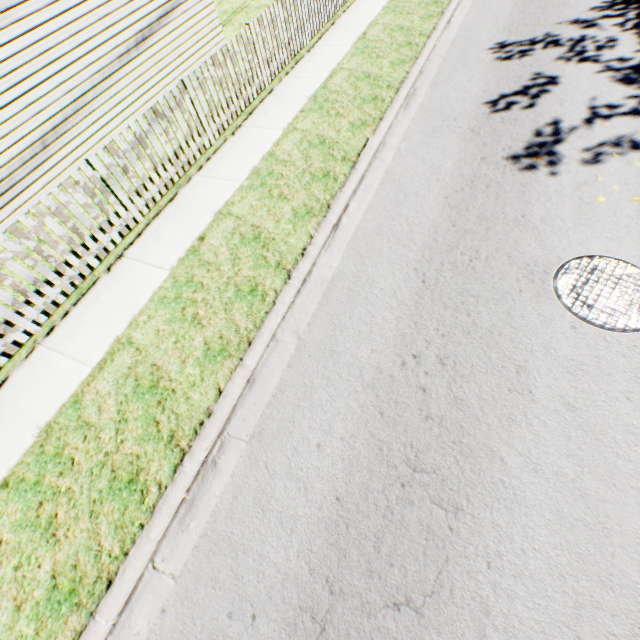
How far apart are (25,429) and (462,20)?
12.9m
